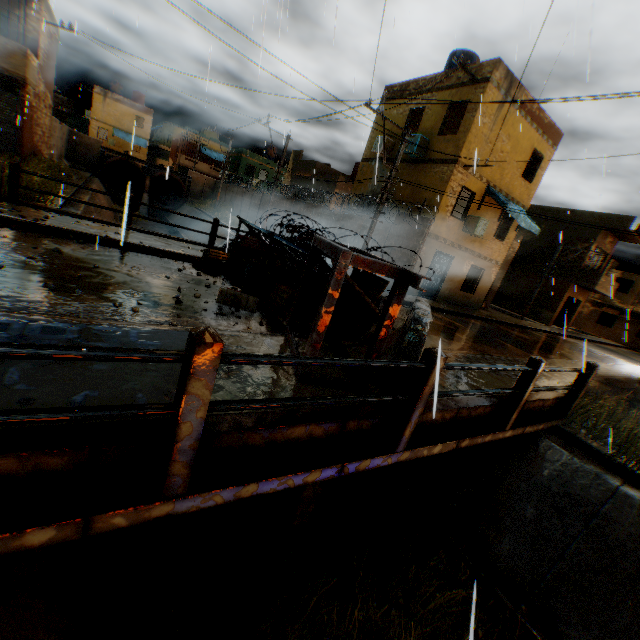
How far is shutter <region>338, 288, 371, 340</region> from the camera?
6.05m

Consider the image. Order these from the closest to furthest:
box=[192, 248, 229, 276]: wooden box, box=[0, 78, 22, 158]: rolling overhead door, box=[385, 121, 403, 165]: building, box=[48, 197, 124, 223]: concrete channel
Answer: box=[192, 248, 229, 276]: wooden box
box=[48, 197, 124, 223]: concrete channel
box=[0, 78, 22, 158]: rolling overhead door
box=[385, 121, 403, 165]: building

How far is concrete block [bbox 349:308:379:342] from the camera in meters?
6.1 m

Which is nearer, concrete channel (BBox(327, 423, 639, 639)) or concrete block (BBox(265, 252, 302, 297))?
concrete channel (BBox(327, 423, 639, 639))

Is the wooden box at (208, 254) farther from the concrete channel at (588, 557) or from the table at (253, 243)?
the concrete channel at (588, 557)

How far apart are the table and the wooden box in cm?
42

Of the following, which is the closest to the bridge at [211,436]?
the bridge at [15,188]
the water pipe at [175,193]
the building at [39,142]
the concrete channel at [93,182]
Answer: the concrete channel at [93,182]

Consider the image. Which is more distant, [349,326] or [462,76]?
[462,76]
